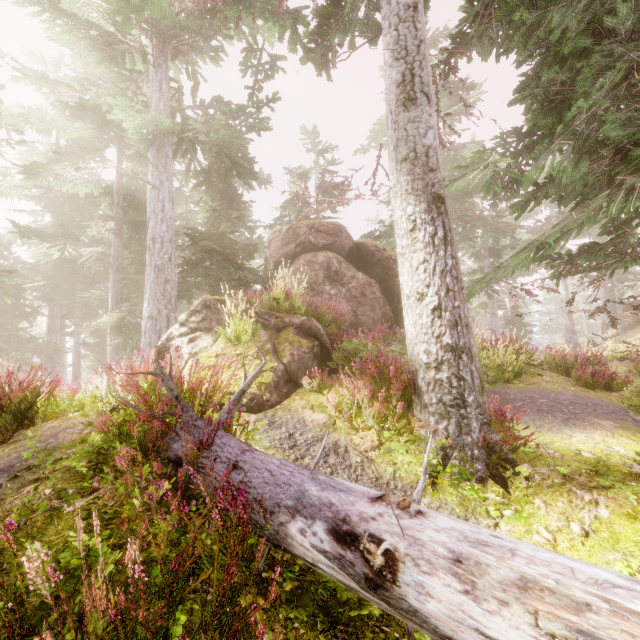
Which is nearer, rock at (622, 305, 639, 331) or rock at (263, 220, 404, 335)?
rock at (263, 220, 404, 335)

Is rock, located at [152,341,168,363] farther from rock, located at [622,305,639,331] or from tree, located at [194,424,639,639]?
rock, located at [622,305,639,331]

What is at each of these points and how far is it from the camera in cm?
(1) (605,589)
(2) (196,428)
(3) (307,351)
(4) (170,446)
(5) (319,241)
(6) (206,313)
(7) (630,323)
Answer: (1) tree, 118
(2) tree, 309
(3) rock, 632
(4) tree, 301
(5) rock, 1239
(6) rock, 671
(7) rock, 2939

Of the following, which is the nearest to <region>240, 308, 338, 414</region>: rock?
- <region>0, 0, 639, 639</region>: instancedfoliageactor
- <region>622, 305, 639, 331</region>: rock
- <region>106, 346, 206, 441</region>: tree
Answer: <region>0, 0, 639, 639</region>: instancedfoliageactor

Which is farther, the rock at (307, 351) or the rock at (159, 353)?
the rock at (159, 353)

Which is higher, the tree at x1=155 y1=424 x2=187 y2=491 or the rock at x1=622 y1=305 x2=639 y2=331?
the rock at x1=622 y1=305 x2=639 y2=331

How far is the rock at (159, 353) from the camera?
6.3m
